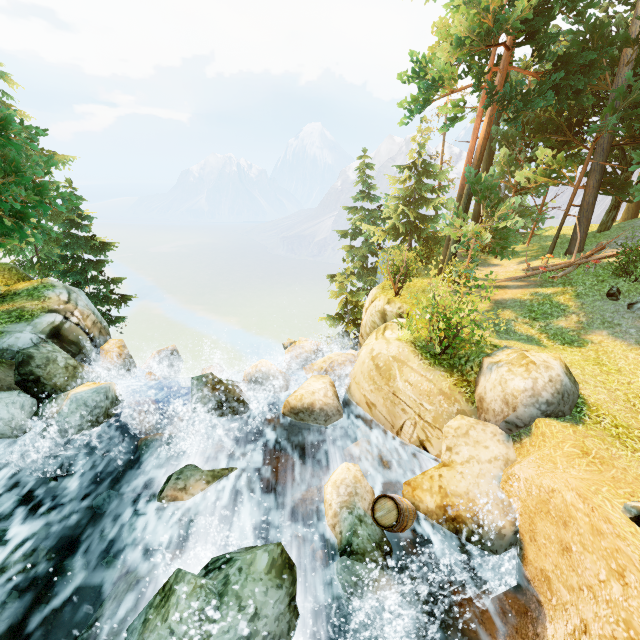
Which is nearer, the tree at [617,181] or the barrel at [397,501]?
the barrel at [397,501]

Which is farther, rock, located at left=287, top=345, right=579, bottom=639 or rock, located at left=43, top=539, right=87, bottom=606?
rock, located at left=43, top=539, right=87, bottom=606

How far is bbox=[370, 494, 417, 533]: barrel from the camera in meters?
6.3

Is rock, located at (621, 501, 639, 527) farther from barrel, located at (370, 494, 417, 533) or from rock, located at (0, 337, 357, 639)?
barrel, located at (370, 494, 417, 533)

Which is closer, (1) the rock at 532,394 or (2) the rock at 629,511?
(2) the rock at 629,511

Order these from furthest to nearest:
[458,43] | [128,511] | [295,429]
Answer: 1. [458,43]
2. [295,429]
3. [128,511]

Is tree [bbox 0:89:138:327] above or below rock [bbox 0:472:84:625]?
above

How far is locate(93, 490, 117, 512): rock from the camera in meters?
7.6 m
